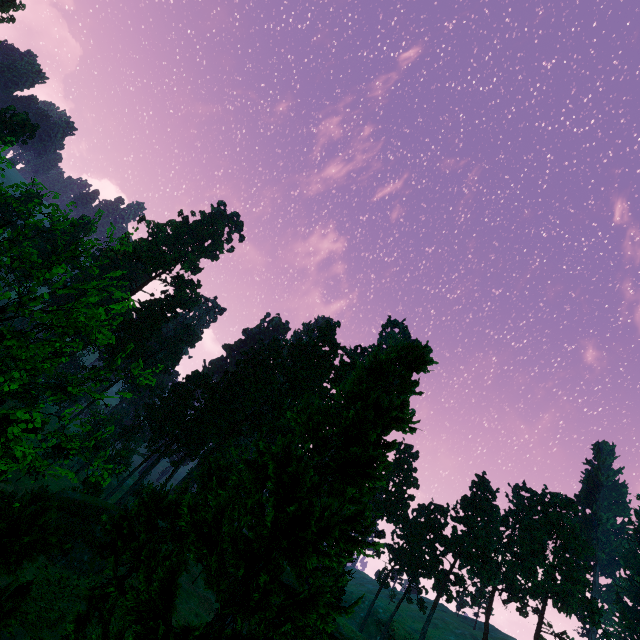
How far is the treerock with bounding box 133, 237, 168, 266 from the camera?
57.1 meters

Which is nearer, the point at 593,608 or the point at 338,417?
the point at 593,608

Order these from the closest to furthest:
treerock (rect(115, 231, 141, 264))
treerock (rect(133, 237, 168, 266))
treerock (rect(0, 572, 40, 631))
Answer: treerock (rect(0, 572, 40, 631))
treerock (rect(115, 231, 141, 264))
treerock (rect(133, 237, 168, 266))

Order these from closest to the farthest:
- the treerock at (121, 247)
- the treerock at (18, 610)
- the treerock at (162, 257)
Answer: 1. the treerock at (18, 610)
2. the treerock at (121, 247)
3. the treerock at (162, 257)

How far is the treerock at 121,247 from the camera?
9.0m

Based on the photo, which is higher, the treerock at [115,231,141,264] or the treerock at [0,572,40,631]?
the treerock at [115,231,141,264]

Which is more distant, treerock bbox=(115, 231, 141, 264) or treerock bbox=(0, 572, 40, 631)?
treerock bbox=(115, 231, 141, 264)
